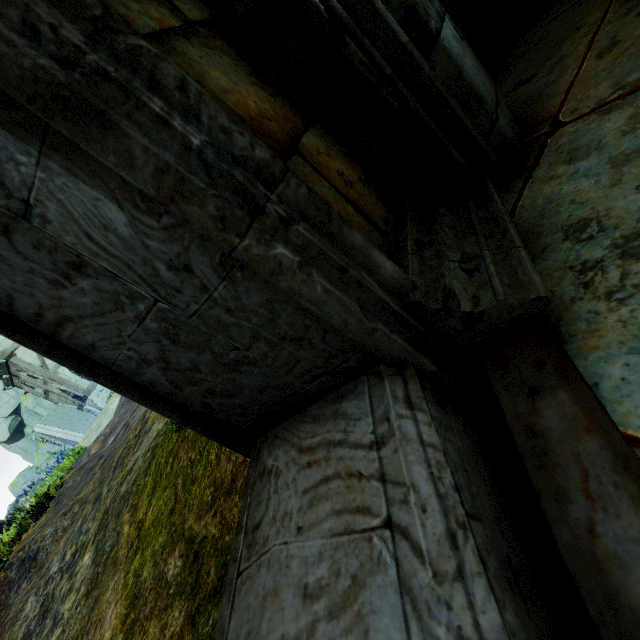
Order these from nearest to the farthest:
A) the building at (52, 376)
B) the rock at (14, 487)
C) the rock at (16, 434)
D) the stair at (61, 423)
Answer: the building at (52, 376), the stair at (61, 423), the rock at (16, 434), the rock at (14, 487)

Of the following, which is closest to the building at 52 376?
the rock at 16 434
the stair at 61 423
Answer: the stair at 61 423

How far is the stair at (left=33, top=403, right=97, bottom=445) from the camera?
26.6 meters

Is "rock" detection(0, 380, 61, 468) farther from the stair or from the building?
the building

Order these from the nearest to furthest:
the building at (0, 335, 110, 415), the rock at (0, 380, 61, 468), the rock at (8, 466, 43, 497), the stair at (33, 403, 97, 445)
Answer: the building at (0, 335, 110, 415)
the stair at (33, 403, 97, 445)
the rock at (0, 380, 61, 468)
the rock at (8, 466, 43, 497)

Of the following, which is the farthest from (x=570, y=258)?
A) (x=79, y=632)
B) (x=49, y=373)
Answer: (x=49, y=373)
